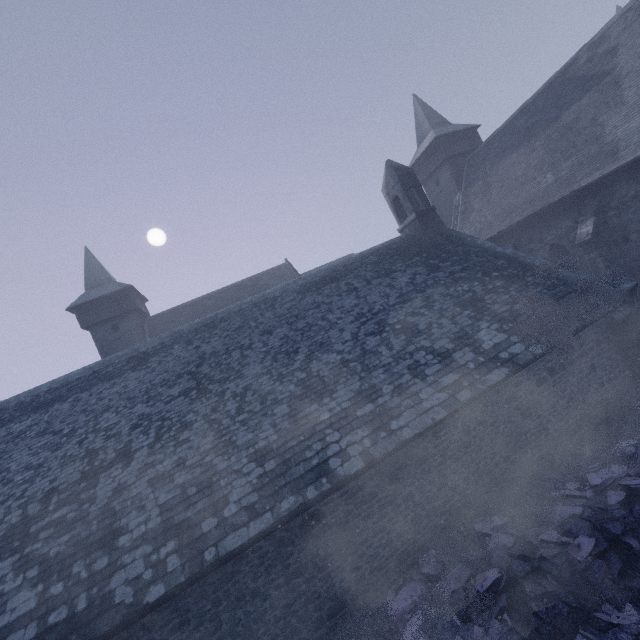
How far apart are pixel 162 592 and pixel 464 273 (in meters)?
13.80

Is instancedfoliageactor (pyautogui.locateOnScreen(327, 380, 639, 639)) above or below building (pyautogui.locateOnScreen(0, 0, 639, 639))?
below

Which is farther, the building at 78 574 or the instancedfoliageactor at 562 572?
the building at 78 574

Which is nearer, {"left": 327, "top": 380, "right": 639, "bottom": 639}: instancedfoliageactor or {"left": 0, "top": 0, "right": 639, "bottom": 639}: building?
{"left": 327, "top": 380, "right": 639, "bottom": 639}: instancedfoliageactor

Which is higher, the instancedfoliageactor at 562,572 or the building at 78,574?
the building at 78,574
